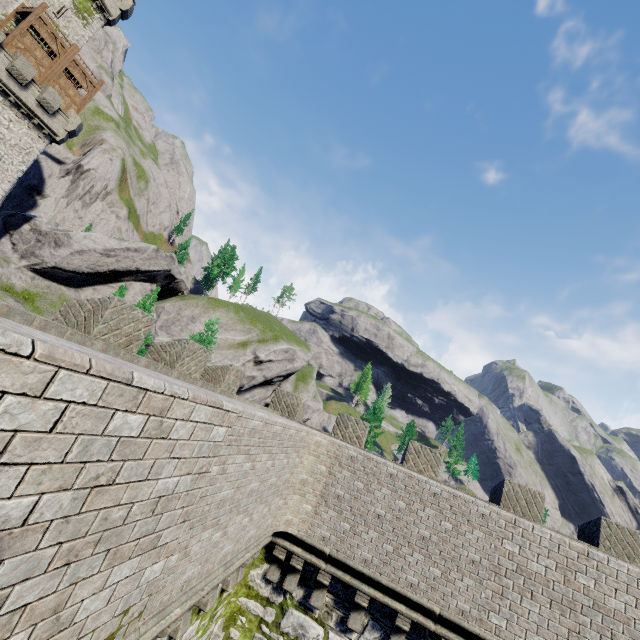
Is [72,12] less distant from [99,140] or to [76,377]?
[99,140]

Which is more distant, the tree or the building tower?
the building tower

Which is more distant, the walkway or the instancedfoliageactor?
the instancedfoliageactor

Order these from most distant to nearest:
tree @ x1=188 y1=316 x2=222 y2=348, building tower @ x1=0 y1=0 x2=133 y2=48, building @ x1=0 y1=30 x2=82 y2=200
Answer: building tower @ x1=0 y1=0 x2=133 y2=48, building @ x1=0 y1=30 x2=82 y2=200, tree @ x1=188 y1=316 x2=222 y2=348

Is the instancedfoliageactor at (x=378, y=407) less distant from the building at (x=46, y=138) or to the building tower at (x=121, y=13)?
the building at (x=46, y=138)

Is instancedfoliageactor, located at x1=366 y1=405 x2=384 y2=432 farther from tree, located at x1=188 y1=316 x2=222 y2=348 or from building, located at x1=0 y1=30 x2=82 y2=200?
building, located at x1=0 y1=30 x2=82 y2=200

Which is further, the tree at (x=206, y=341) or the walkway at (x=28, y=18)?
the walkway at (x=28, y=18)

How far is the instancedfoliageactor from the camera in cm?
5800
